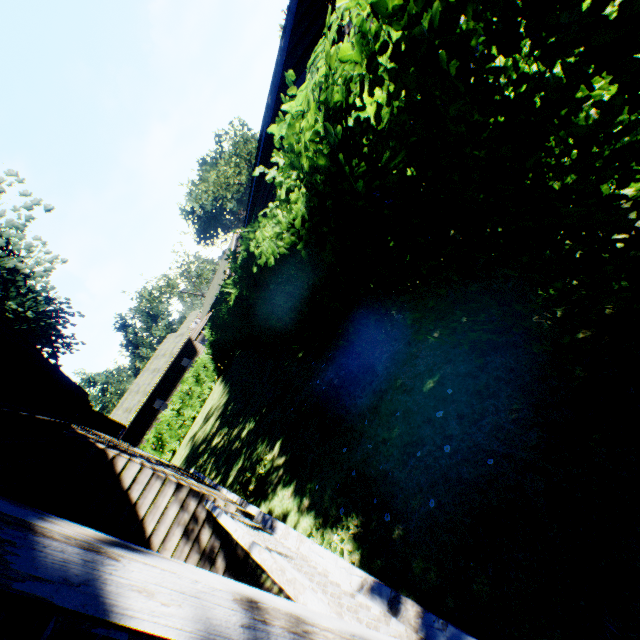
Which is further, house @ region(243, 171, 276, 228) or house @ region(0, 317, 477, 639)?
house @ region(243, 171, 276, 228)

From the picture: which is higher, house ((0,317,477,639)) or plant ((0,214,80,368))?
plant ((0,214,80,368))

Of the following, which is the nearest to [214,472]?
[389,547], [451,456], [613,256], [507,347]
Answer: [389,547]

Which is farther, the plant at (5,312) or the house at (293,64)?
the plant at (5,312)

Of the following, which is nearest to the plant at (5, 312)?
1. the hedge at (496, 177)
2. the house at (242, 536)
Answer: the house at (242, 536)

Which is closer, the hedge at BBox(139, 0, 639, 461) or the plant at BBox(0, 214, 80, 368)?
the hedge at BBox(139, 0, 639, 461)

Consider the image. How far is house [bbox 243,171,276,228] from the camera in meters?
13.8

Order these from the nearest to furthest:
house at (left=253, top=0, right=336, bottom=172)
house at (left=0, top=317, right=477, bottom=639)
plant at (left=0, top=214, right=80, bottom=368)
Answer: house at (left=0, top=317, right=477, bottom=639), house at (left=253, top=0, right=336, bottom=172), plant at (left=0, top=214, right=80, bottom=368)
